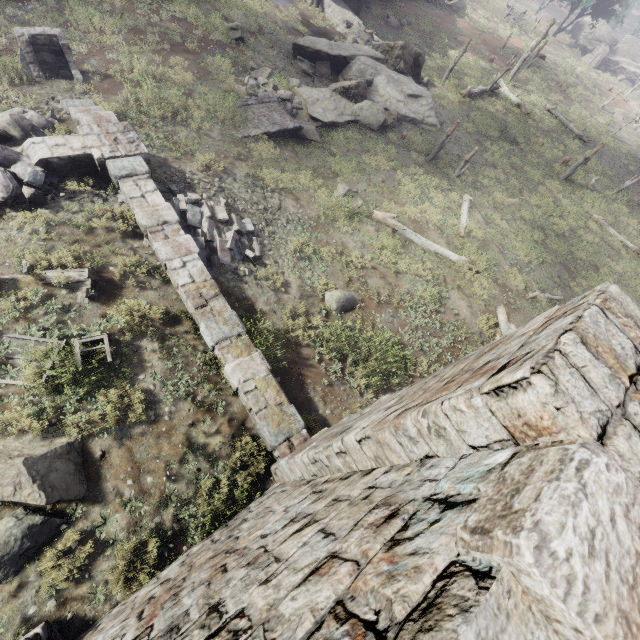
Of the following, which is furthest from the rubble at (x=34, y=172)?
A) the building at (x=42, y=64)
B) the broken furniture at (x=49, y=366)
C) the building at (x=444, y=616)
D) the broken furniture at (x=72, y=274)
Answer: the broken furniture at (x=49, y=366)

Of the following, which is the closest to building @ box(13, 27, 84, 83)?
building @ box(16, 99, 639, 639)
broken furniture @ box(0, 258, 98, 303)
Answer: building @ box(16, 99, 639, 639)

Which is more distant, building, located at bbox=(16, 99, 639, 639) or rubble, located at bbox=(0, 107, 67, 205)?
rubble, located at bbox=(0, 107, 67, 205)

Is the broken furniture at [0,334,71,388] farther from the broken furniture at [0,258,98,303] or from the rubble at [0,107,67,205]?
the rubble at [0,107,67,205]

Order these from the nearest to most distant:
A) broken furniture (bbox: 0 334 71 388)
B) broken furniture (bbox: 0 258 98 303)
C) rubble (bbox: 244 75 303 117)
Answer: broken furniture (bbox: 0 334 71 388), broken furniture (bbox: 0 258 98 303), rubble (bbox: 244 75 303 117)

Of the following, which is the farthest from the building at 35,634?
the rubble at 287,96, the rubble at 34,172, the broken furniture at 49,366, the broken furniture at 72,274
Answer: the rubble at 287,96

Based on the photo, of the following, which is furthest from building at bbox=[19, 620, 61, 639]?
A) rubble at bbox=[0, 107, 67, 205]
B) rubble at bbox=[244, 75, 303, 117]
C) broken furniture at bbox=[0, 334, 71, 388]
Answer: rubble at bbox=[244, 75, 303, 117]

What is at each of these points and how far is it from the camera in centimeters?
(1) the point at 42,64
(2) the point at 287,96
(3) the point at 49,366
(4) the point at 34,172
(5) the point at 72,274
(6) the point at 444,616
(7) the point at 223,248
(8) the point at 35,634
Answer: (1) building, 1077cm
(2) rubble, 1538cm
(3) broken furniture, 589cm
(4) rubble, 756cm
(5) broken furniture, 701cm
(6) building, 101cm
(7) rubble, 905cm
(8) building, 421cm
